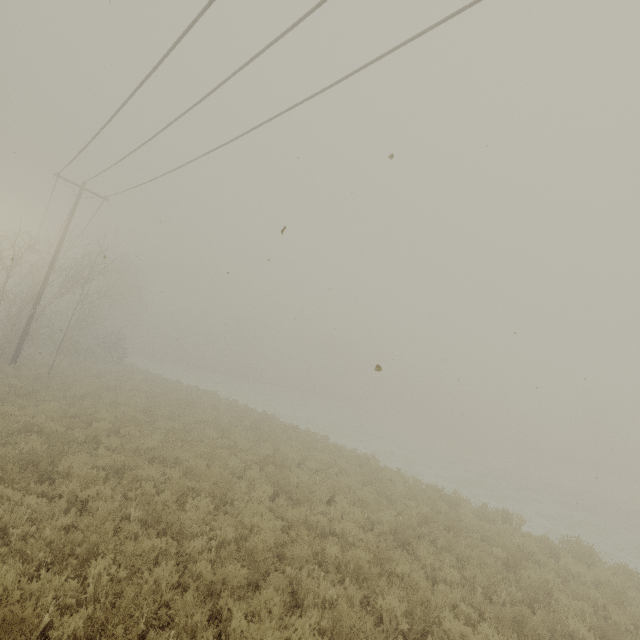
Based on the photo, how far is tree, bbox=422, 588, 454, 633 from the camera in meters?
5.4

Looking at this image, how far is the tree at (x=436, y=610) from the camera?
5.4 meters

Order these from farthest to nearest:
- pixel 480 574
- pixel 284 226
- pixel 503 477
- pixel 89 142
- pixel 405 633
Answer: pixel 503 477 → pixel 89 142 → pixel 480 574 → pixel 405 633 → pixel 284 226
